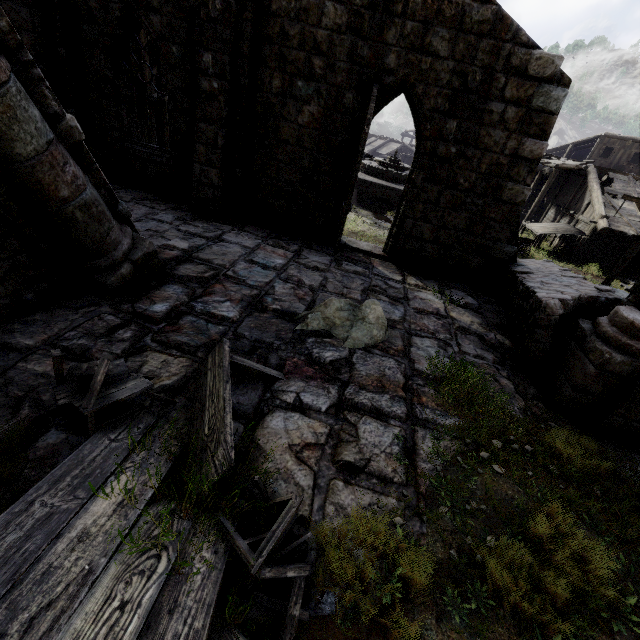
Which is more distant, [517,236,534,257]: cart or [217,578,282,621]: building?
[517,236,534,257]: cart

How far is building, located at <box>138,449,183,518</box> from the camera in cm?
246

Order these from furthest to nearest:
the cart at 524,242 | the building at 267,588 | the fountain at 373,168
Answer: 1. the fountain at 373,168
2. the cart at 524,242
3. the building at 267,588

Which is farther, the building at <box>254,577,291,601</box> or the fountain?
the fountain

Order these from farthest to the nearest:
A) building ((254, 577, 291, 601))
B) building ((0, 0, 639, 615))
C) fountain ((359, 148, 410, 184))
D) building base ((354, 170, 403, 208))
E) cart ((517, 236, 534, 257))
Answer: fountain ((359, 148, 410, 184))
building base ((354, 170, 403, 208))
cart ((517, 236, 534, 257))
building ((0, 0, 639, 615))
building ((254, 577, 291, 601))

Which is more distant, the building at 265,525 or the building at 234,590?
the building at 265,525

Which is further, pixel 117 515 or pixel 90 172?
pixel 90 172

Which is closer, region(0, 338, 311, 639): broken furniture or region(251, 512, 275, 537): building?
region(0, 338, 311, 639): broken furniture
